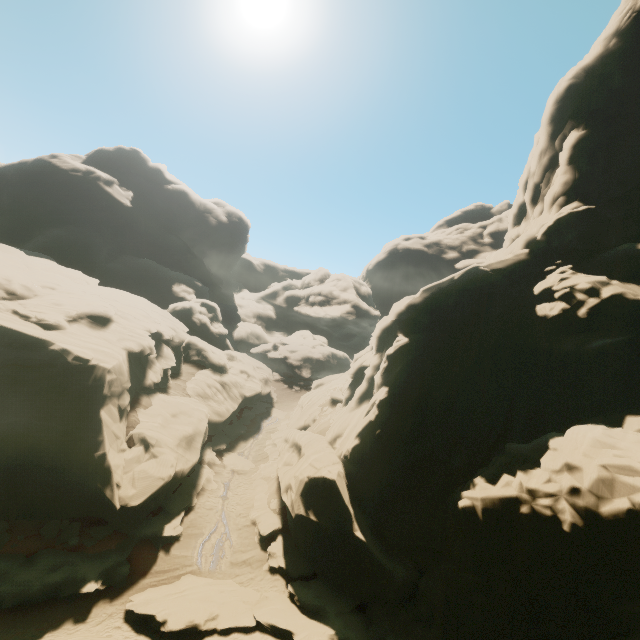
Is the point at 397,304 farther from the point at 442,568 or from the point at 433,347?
the point at 442,568

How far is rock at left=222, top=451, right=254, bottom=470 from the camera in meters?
27.3

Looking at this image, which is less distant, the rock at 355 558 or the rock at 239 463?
the rock at 355 558

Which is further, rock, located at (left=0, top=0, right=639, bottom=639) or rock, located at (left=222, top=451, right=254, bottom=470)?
rock, located at (left=222, top=451, right=254, bottom=470)

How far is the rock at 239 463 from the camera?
27.28m
